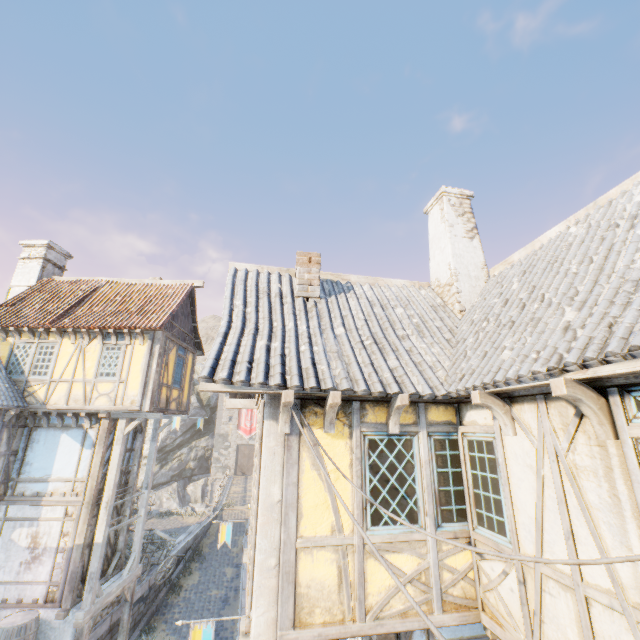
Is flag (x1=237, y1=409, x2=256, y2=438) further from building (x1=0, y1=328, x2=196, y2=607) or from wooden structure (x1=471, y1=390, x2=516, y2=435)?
wooden structure (x1=471, y1=390, x2=516, y2=435)

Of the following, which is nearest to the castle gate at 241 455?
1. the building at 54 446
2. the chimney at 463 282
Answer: the building at 54 446

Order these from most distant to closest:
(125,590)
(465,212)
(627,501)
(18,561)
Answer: (125,590) → (18,561) → (465,212) → (627,501)

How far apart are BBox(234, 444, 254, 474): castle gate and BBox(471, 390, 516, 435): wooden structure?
44.7m

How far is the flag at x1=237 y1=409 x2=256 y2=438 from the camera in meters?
44.3

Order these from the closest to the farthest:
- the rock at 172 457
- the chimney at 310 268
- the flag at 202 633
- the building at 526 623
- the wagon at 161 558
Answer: the building at 526 623, the flag at 202 633, the chimney at 310 268, the wagon at 161 558, the rock at 172 457

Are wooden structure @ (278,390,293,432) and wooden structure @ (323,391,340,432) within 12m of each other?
yes

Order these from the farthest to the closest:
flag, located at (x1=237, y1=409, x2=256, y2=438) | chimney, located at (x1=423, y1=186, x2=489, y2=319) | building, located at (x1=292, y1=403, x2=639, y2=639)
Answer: flag, located at (x1=237, y1=409, x2=256, y2=438), chimney, located at (x1=423, y1=186, x2=489, y2=319), building, located at (x1=292, y1=403, x2=639, y2=639)
